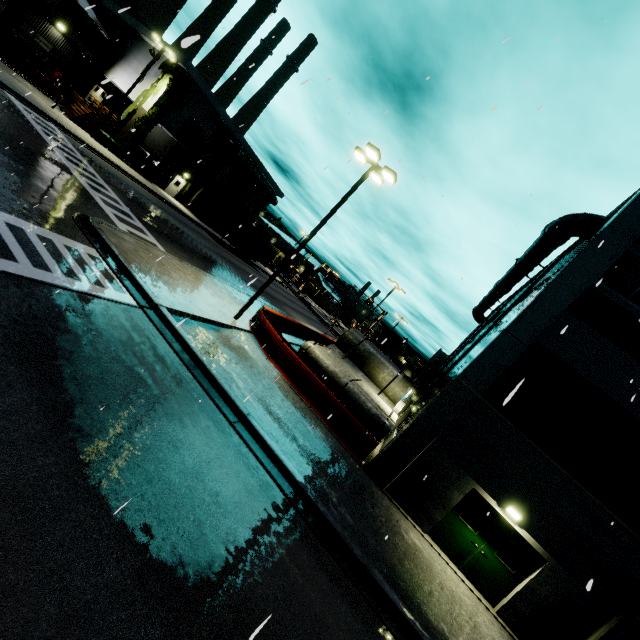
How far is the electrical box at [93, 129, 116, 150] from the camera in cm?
2769

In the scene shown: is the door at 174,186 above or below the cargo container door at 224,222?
below

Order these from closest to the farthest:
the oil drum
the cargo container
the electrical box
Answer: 1. the electrical box
2. the oil drum
3. the cargo container

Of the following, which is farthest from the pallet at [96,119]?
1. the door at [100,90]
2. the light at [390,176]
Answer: the light at [390,176]

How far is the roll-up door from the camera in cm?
4194

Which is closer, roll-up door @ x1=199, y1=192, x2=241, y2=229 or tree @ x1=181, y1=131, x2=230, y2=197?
tree @ x1=181, y1=131, x2=230, y2=197

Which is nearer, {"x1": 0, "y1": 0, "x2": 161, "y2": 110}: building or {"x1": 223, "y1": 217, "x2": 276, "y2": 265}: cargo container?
{"x1": 0, "y1": 0, "x2": 161, "y2": 110}: building

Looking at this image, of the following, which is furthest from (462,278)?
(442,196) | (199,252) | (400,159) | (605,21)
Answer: (199,252)
